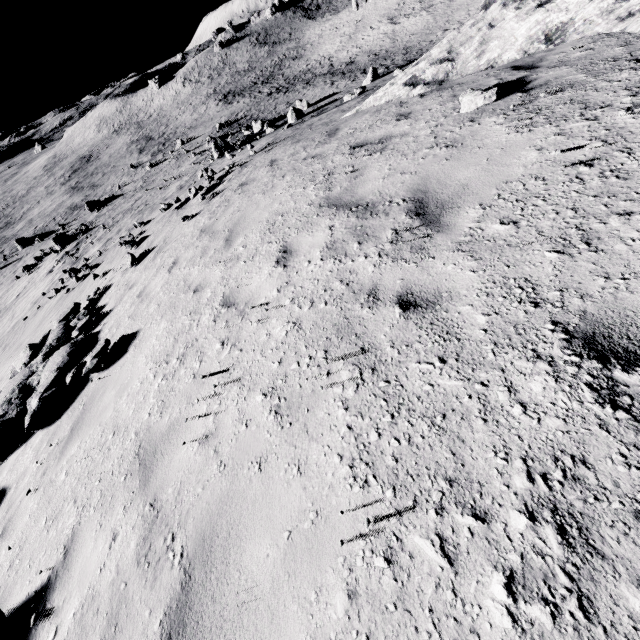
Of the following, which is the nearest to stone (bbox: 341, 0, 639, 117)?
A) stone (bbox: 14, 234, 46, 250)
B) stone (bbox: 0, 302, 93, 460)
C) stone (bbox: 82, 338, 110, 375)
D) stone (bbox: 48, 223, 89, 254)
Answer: stone (bbox: 0, 302, 93, 460)

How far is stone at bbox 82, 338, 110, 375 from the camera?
5.7 meters

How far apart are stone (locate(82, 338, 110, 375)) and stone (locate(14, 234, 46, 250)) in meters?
49.7 m

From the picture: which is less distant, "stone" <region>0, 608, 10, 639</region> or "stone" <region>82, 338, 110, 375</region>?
"stone" <region>0, 608, 10, 639</region>

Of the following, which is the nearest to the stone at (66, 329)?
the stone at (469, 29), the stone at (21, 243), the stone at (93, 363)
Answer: the stone at (93, 363)

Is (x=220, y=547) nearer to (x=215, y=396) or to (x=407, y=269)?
(x=215, y=396)

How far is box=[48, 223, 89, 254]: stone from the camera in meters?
29.2 m

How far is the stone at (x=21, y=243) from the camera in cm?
4088
